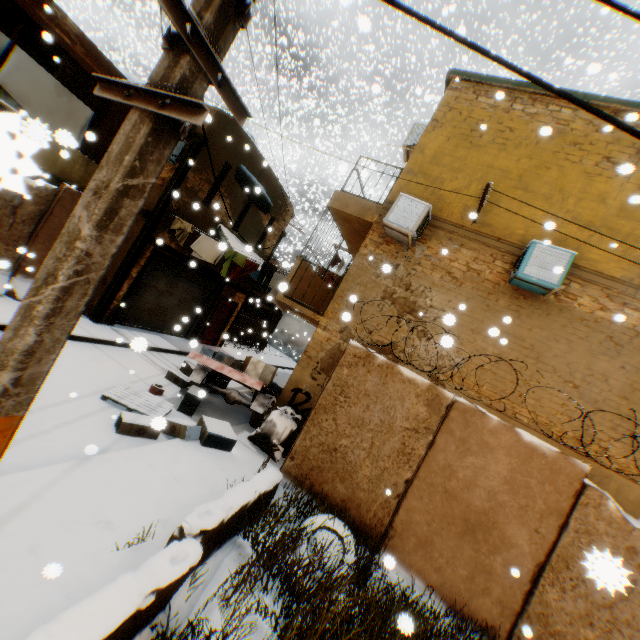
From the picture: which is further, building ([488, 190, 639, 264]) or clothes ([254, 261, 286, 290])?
clothes ([254, 261, 286, 290])

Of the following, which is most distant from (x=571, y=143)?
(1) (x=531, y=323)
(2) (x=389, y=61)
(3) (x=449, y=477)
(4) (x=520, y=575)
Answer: (2) (x=389, y=61)

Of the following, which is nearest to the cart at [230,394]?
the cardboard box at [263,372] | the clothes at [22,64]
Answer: the cardboard box at [263,372]

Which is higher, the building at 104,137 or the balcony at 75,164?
the building at 104,137

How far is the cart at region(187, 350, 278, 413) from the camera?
7.7 meters

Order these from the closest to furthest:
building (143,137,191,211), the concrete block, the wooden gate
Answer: the concrete block < building (143,137,191,211) < the wooden gate

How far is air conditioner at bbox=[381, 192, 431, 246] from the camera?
7.46m

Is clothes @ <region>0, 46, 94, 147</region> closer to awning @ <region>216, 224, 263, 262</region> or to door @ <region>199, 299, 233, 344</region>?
awning @ <region>216, 224, 263, 262</region>
